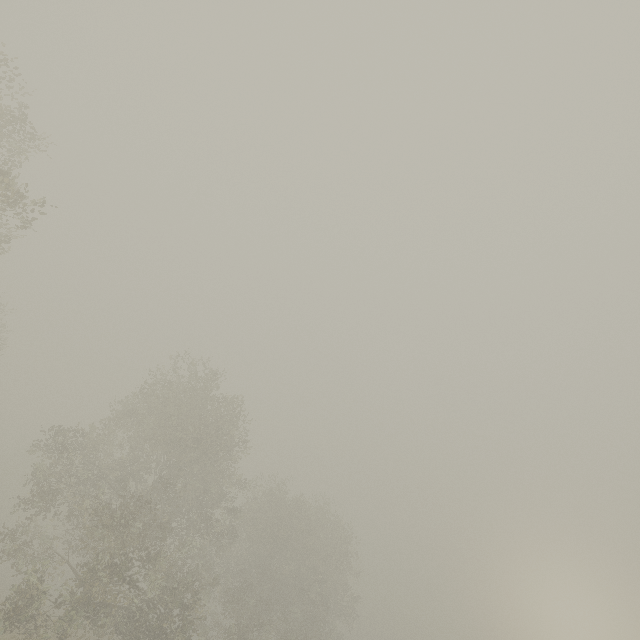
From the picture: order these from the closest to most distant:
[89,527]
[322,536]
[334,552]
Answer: [89,527] < [322,536] < [334,552]
